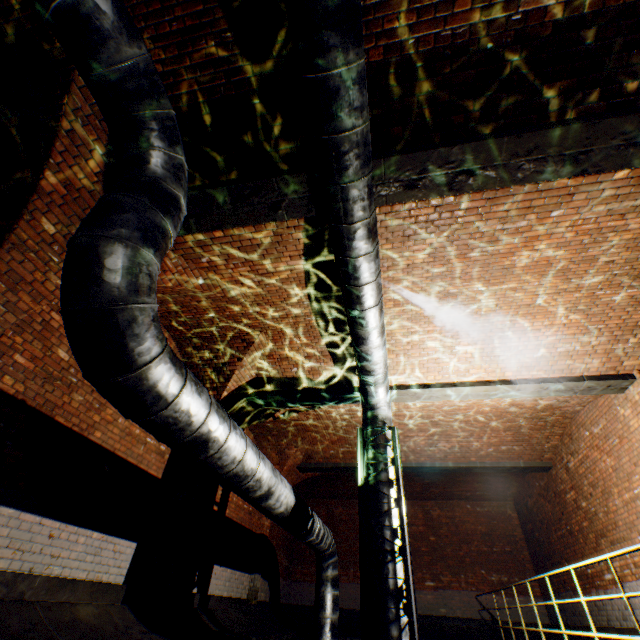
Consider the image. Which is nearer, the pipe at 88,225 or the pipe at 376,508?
the pipe at 88,225

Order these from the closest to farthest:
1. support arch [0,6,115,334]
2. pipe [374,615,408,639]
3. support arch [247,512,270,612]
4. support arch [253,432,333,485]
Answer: support arch [0,6,115,334], pipe [374,615,408,639], support arch [247,512,270,612], support arch [253,432,333,485]

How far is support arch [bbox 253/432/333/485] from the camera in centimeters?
1045cm

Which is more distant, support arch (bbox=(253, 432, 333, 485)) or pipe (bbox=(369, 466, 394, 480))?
support arch (bbox=(253, 432, 333, 485))

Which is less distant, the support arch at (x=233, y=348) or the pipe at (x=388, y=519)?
the pipe at (x=388, y=519)

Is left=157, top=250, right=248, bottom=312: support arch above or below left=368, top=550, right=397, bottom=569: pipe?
above

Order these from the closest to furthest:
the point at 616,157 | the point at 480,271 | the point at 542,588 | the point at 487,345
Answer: the point at 616,157 < the point at 480,271 < the point at 487,345 < the point at 542,588

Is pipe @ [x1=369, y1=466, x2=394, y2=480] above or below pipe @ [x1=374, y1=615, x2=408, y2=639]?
above
